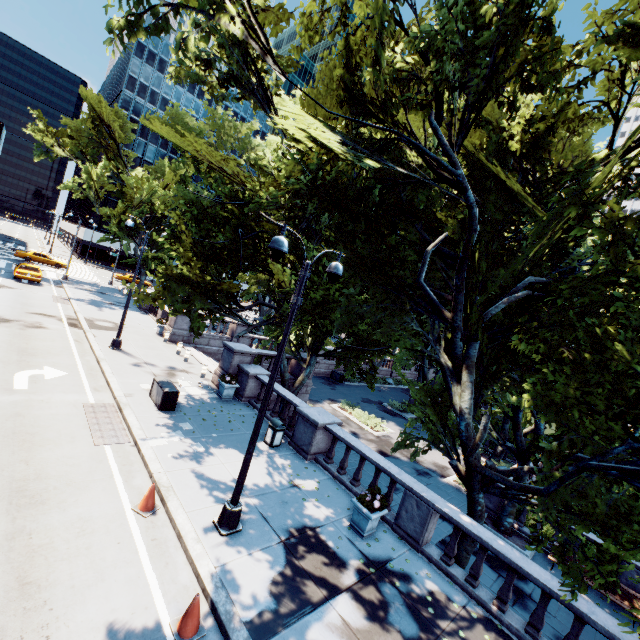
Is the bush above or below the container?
below

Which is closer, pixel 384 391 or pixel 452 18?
pixel 452 18

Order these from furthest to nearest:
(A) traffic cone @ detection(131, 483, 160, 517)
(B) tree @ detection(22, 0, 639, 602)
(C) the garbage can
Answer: (C) the garbage can < (A) traffic cone @ detection(131, 483, 160, 517) < (B) tree @ detection(22, 0, 639, 602)

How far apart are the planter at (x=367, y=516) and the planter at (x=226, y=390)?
8.56m

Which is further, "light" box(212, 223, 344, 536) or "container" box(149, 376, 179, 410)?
"container" box(149, 376, 179, 410)

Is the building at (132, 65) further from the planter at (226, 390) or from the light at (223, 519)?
the planter at (226, 390)

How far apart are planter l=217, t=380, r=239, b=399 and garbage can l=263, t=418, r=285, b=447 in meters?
3.8

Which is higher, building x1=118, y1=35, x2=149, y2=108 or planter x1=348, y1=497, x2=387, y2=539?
building x1=118, y1=35, x2=149, y2=108
